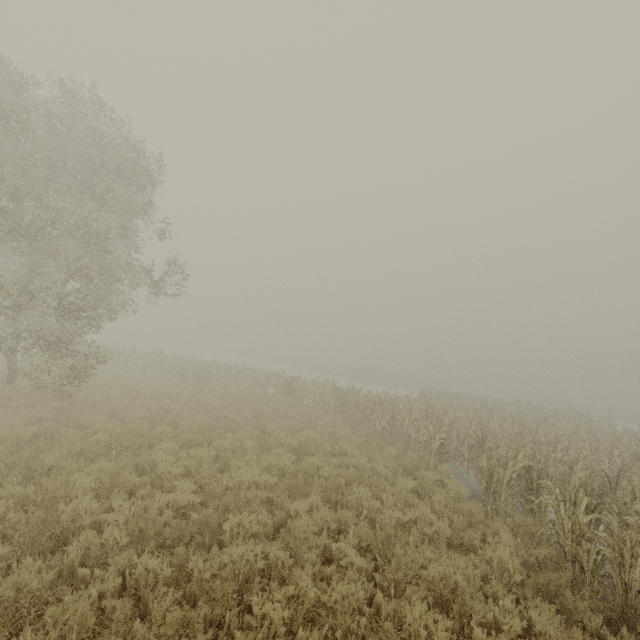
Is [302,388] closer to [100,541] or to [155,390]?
[155,390]
